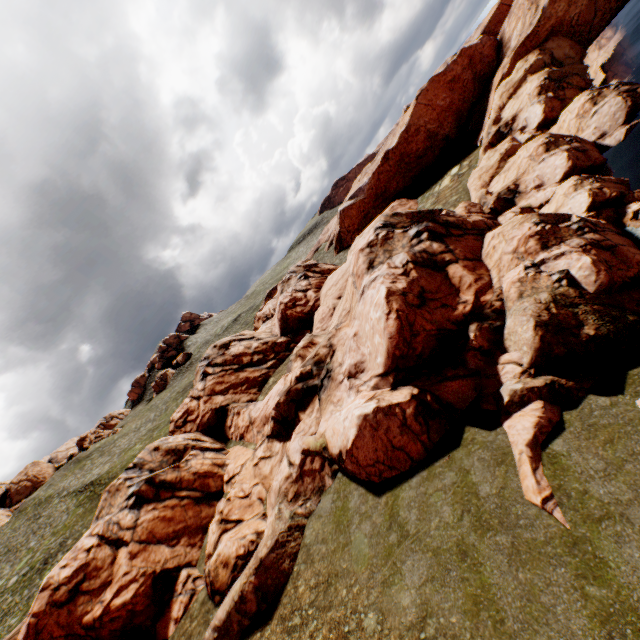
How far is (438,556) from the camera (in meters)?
10.84
